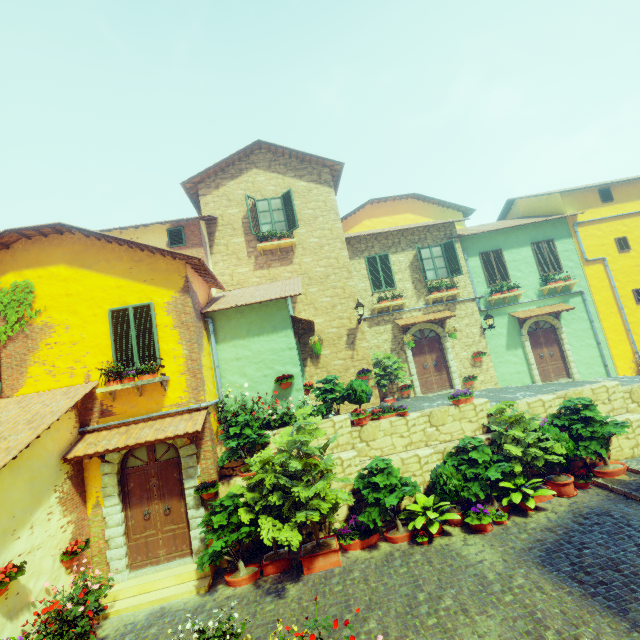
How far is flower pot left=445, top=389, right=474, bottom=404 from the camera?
9.04m

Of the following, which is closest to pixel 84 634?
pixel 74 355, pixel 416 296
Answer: pixel 74 355

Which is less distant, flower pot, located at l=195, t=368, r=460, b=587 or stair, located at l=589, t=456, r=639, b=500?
flower pot, located at l=195, t=368, r=460, b=587

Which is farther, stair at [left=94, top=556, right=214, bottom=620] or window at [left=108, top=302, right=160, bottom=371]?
window at [left=108, top=302, right=160, bottom=371]

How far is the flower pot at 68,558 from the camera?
6.6m

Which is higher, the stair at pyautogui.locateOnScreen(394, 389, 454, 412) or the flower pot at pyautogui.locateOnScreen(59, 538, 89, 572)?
the stair at pyautogui.locateOnScreen(394, 389, 454, 412)

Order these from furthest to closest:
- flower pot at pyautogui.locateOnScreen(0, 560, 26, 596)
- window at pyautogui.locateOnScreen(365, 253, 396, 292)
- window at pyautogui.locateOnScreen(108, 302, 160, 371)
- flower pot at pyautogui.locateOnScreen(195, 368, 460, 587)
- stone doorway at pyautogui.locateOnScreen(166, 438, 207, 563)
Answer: window at pyautogui.locateOnScreen(365, 253, 396, 292), window at pyautogui.locateOnScreen(108, 302, 160, 371), stone doorway at pyautogui.locateOnScreen(166, 438, 207, 563), flower pot at pyautogui.locateOnScreen(195, 368, 460, 587), flower pot at pyautogui.locateOnScreen(0, 560, 26, 596)

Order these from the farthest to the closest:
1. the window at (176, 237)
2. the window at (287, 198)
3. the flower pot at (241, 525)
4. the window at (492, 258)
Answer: the window at (492, 258) < the window at (287, 198) < the window at (176, 237) < the flower pot at (241, 525)
